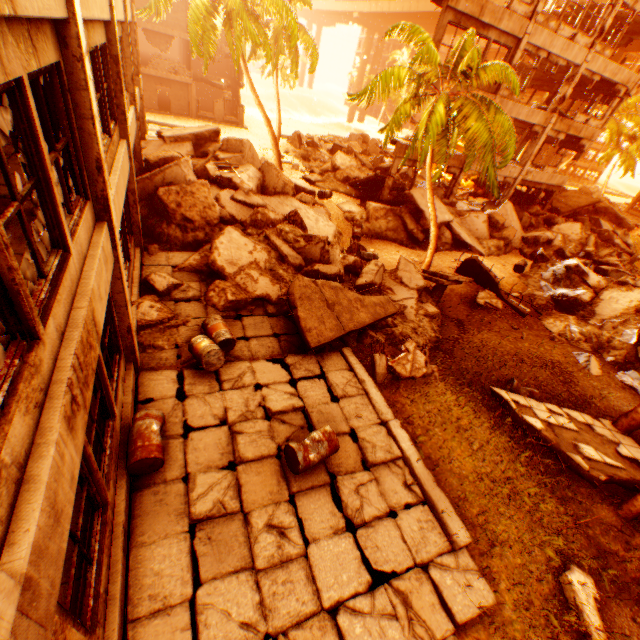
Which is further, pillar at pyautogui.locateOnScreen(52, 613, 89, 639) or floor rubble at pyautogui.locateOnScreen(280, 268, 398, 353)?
floor rubble at pyautogui.locateOnScreen(280, 268, 398, 353)

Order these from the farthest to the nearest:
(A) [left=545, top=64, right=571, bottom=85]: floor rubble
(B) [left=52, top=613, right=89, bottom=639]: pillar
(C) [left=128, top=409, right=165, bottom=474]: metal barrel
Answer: (A) [left=545, top=64, right=571, bottom=85]: floor rubble
(C) [left=128, top=409, right=165, bottom=474]: metal barrel
(B) [left=52, top=613, right=89, bottom=639]: pillar

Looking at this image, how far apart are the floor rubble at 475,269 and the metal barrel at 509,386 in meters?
3.1 m

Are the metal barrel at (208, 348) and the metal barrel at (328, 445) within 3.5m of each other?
yes

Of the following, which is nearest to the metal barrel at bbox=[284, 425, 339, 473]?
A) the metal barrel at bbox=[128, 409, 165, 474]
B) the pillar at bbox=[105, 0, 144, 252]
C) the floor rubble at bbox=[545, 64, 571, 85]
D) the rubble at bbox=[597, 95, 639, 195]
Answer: the metal barrel at bbox=[128, 409, 165, 474]

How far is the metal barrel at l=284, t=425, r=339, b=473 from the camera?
5.6m

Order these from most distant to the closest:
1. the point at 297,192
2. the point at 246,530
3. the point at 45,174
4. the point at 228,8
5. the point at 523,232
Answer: the point at 523,232 → the point at 297,192 → the point at 228,8 → the point at 246,530 → the point at 45,174

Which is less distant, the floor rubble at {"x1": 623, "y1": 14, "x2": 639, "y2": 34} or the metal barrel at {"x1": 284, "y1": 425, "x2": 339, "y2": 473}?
the metal barrel at {"x1": 284, "y1": 425, "x2": 339, "y2": 473}
